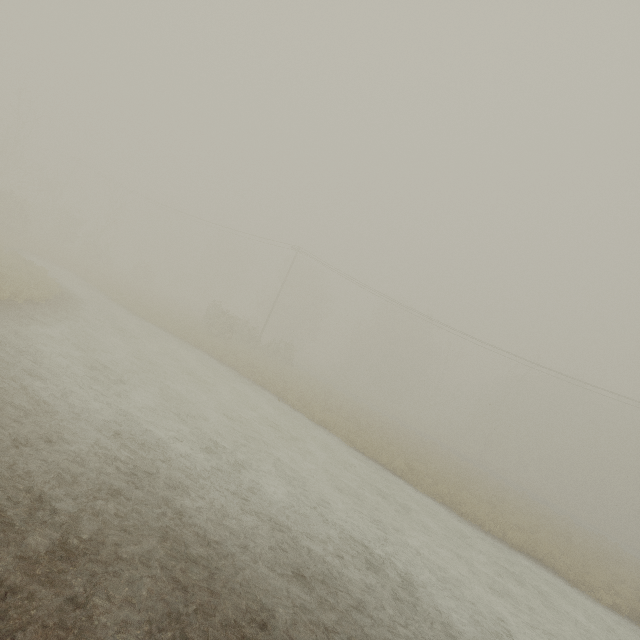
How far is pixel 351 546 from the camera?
8.0 meters

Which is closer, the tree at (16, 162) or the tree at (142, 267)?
the tree at (16, 162)

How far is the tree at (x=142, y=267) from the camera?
44.62m

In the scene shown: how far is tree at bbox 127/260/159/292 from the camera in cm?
4462

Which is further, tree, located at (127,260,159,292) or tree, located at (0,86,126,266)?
tree, located at (127,260,159,292)
